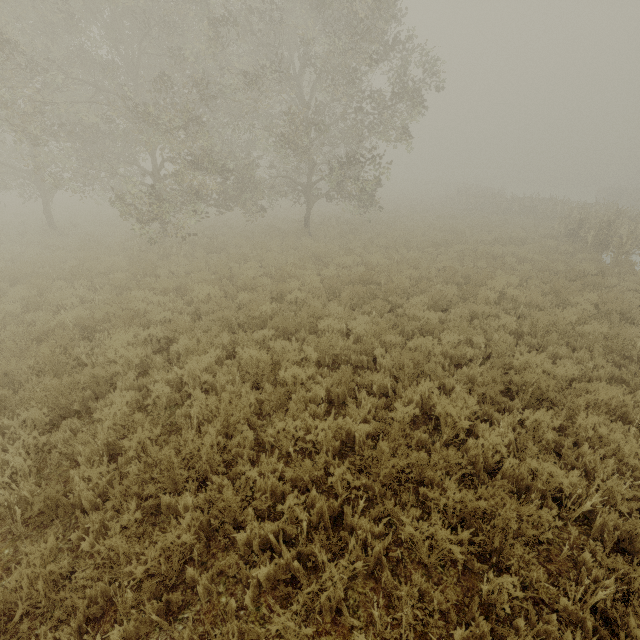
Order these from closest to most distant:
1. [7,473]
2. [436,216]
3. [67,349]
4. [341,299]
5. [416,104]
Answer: [7,473] → [67,349] → [341,299] → [416,104] → [436,216]

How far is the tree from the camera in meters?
17.1 m

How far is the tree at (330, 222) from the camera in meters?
17.1 m
